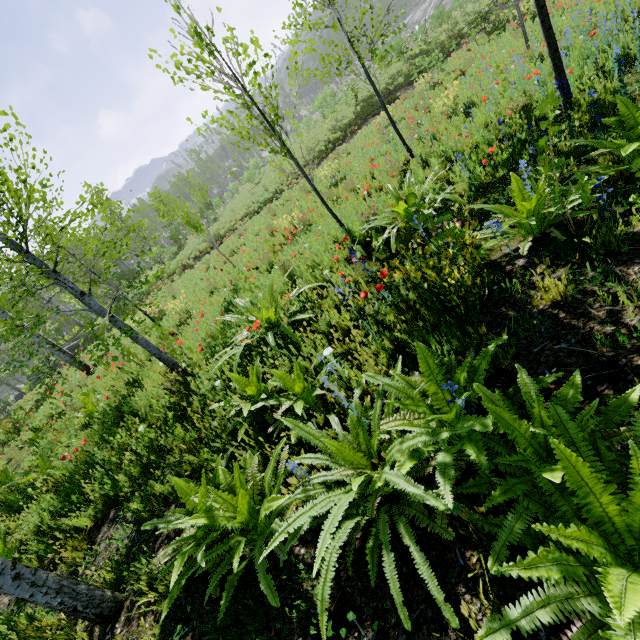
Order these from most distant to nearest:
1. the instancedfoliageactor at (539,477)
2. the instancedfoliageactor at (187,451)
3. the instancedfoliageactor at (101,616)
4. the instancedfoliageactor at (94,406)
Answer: the instancedfoliageactor at (94,406) < the instancedfoliageactor at (187,451) < the instancedfoliageactor at (101,616) < the instancedfoliageactor at (539,477)

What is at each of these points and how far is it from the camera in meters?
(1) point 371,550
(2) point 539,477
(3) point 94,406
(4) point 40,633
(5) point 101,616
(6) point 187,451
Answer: (1) instancedfoliageactor, 1.8
(2) instancedfoliageactor, 1.4
(3) instancedfoliageactor, 7.5
(4) instancedfoliageactor, 2.7
(5) instancedfoliageactor, 2.7
(6) instancedfoliageactor, 3.9

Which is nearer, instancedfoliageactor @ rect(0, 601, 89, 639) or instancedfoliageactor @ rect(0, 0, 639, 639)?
instancedfoliageactor @ rect(0, 0, 639, 639)

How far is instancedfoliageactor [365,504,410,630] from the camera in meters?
1.5

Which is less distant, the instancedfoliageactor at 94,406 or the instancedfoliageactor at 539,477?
the instancedfoliageactor at 539,477

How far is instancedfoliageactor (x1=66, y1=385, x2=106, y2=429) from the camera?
7.1 meters
